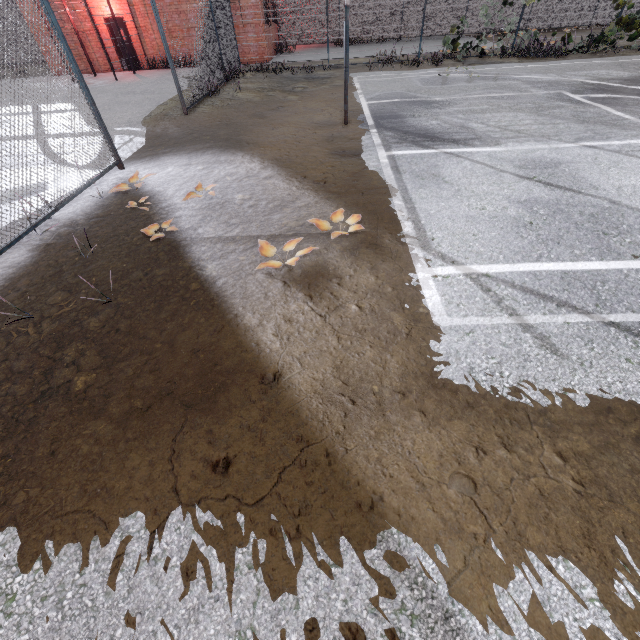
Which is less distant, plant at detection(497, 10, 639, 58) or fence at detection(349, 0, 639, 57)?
plant at detection(497, 10, 639, 58)

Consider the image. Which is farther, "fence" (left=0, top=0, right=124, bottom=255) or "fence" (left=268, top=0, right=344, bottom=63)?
"fence" (left=268, top=0, right=344, bottom=63)

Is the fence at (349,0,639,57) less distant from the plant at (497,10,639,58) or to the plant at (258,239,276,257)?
the plant at (497,10,639,58)

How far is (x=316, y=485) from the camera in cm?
196

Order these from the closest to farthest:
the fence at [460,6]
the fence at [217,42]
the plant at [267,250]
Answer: the plant at [267,250], the fence at [217,42], the fence at [460,6]

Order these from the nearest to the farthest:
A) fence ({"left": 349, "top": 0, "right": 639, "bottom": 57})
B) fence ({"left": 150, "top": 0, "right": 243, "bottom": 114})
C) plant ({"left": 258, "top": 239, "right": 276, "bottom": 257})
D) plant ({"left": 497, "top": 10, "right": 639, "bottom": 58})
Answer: plant ({"left": 258, "top": 239, "right": 276, "bottom": 257}), fence ({"left": 150, "top": 0, "right": 243, "bottom": 114}), plant ({"left": 497, "top": 10, "right": 639, "bottom": 58}), fence ({"left": 349, "top": 0, "right": 639, "bottom": 57})

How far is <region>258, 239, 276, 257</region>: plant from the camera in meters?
3.6 m

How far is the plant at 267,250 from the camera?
3.6m
